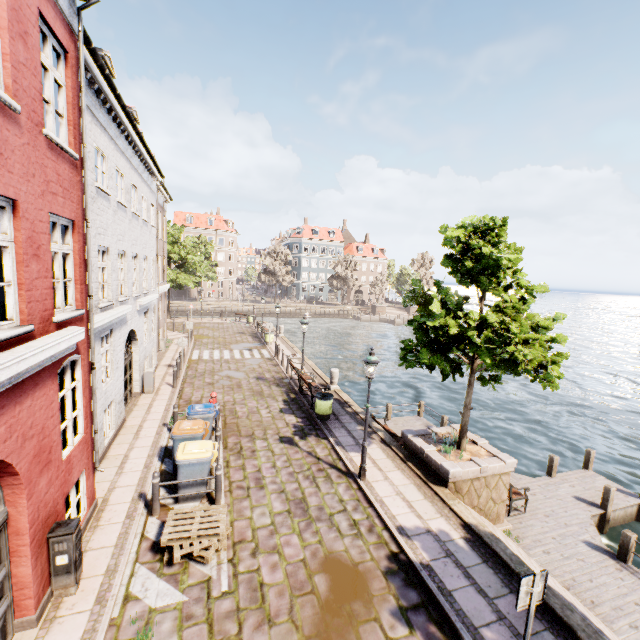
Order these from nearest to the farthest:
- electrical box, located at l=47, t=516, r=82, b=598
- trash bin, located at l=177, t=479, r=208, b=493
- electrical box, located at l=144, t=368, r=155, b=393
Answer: electrical box, located at l=47, t=516, r=82, b=598, trash bin, located at l=177, t=479, r=208, b=493, electrical box, located at l=144, t=368, r=155, b=393

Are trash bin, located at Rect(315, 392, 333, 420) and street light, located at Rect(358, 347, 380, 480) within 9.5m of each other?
yes

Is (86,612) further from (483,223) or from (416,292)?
(483,223)

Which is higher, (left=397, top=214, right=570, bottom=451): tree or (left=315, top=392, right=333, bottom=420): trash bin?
(left=397, top=214, right=570, bottom=451): tree

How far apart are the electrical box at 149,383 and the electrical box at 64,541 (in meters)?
9.51

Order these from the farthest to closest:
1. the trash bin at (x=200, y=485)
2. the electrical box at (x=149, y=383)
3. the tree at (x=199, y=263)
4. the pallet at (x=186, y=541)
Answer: the tree at (x=199, y=263)
the electrical box at (x=149, y=383)
the trash bin at (x=200, y=485)
the pallet at (x=186, y=541)

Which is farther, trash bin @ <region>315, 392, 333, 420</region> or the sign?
trash bin @ <region>315, 392, 333, 420</region>

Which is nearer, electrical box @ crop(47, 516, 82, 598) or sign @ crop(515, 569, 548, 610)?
sign @ crop(515, 569, 548, 610)
